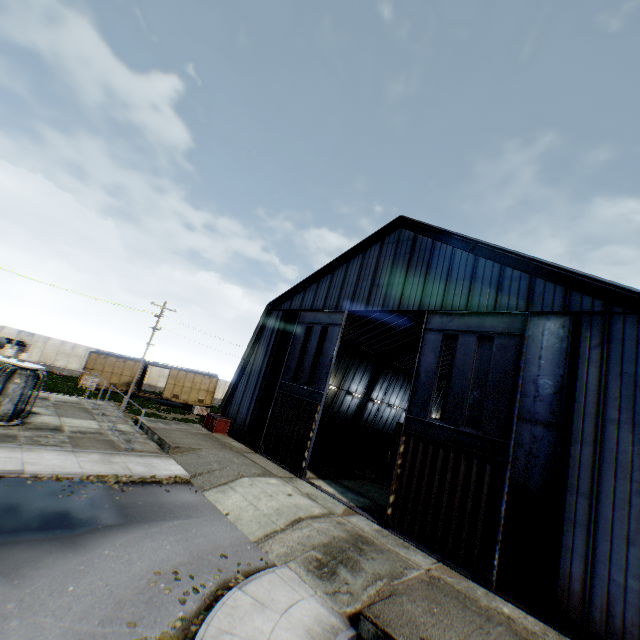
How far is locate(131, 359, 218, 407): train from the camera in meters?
33.9

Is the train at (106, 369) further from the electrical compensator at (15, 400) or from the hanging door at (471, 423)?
the electrical compensator at (15, 400)

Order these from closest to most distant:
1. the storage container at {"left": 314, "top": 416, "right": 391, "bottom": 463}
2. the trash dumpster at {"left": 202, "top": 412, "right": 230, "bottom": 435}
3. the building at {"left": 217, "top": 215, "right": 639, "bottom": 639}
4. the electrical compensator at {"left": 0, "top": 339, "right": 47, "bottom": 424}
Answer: the building at {"left": 217, "top": 215, "right": 639, "bottom": 639}, the electrical compensator at {"left": 0, "top": 339, "right": 47, "bottom": 424}, the trash dumpster at {"left": 202, "top": 412, "right": 230, "bottom": 435}, the storage container at {"left": 314, "top": 416, "right": 391, "bottom": 463}

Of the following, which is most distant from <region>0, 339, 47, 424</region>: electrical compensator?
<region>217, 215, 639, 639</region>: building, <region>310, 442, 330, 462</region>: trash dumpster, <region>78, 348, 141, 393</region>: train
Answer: <region>310, 442, 330, 462</region>: trash dumpster

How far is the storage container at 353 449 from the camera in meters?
27.0

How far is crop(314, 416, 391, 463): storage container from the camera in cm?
2695

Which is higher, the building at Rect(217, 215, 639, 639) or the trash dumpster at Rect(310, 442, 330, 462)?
the building at Rect(217, 215, 639, 639)

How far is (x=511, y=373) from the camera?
13.3 meters
